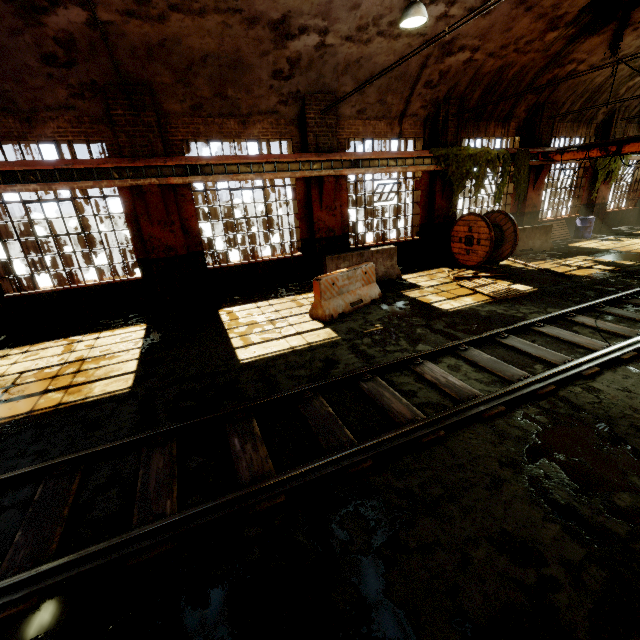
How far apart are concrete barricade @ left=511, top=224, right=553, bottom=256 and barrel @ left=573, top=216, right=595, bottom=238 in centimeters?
353cm

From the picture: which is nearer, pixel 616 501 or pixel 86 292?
pixel 616 501

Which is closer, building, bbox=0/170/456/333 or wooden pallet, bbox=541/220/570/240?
building, bbox=0/170/456/333

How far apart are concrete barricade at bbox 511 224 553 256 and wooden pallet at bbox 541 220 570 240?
1.9 meters

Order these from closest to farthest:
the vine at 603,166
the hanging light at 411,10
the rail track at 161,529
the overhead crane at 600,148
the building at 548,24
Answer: the rail track at 161,529 < the hanging light at 411,10 < the building at 548,24 < the overhead crane at 600,148 < the vine at 603,166

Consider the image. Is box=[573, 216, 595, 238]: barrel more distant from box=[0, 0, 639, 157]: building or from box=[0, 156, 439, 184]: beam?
box=[0, 156, 439, 184]: beam

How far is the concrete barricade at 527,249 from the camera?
12.8 meters

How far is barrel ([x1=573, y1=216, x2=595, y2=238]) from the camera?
15.1m
